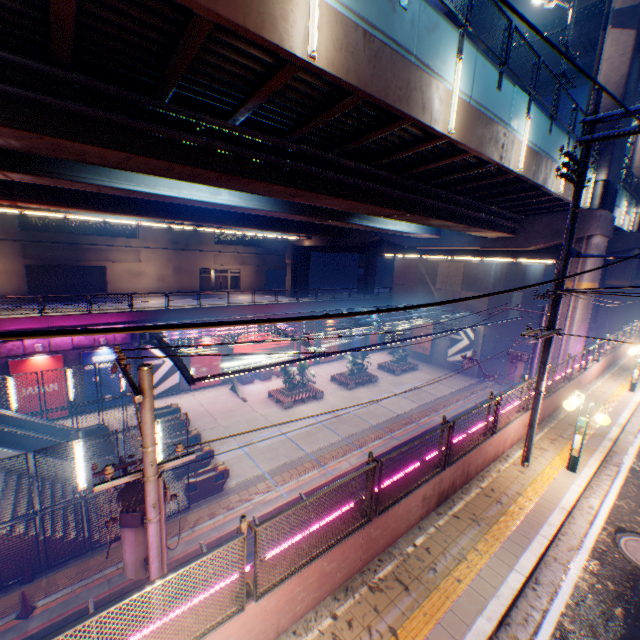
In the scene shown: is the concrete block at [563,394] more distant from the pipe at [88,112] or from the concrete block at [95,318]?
the concrete block at [95,318]

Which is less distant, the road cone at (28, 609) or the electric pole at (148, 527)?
the electric pole at (148, 527)

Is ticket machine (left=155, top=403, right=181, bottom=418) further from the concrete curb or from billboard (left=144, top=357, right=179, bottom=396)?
the concrete curb

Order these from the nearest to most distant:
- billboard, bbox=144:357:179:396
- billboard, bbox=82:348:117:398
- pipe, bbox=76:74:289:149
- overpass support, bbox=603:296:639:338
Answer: pipe, bbox=76:74:289:149 < billboard, bbox=82:348:117:398 < billboard, bbox=144:357:179:396 < overpass support, bbox=603:296:639:338

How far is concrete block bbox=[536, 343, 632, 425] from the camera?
12.21m

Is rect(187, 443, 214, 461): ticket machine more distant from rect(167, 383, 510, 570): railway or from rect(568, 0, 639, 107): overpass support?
rect(568, 0, 639, 107): overpass support

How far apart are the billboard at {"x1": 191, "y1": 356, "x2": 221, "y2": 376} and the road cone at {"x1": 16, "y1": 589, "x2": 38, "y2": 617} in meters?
16.9

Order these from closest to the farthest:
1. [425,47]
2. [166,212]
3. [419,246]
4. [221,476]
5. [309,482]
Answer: [425,47], [221,476], [309,482], [166,212], [419,246]
